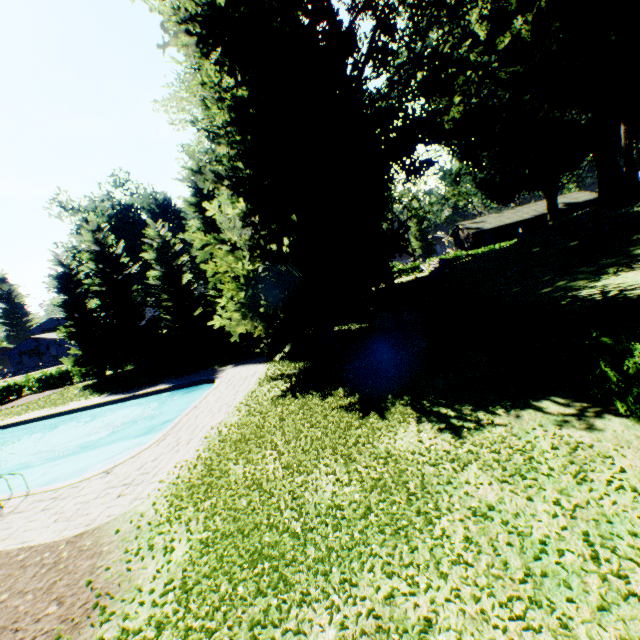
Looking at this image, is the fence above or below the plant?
below

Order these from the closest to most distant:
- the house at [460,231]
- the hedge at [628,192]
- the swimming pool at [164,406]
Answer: the swimming pool at [164,406], the hedge at [628,192], the house at [460,231]

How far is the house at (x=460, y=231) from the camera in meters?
53.1

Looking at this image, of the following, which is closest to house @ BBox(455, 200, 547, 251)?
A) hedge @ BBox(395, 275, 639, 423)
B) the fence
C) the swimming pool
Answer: the fence

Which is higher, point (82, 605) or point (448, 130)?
point (448, 130)

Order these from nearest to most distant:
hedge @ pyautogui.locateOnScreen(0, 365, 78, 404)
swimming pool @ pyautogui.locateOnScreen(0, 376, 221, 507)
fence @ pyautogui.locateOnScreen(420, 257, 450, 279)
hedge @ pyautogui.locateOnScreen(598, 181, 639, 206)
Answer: swimming pool @ pyautogui.locateOnScreen(0, 376, 221, 507) < hedge @ pyautogui.locateOnScreen(598, 181, 639, 206) < hedge @ pyautogui.locateOnScreen(0, 365, 78, 404) < fence @ pyautogui.locateOnScreen(420, 257, 450, 279)

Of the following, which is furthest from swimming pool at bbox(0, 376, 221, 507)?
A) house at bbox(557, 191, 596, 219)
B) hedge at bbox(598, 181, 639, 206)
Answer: house at bbox(557, 191, 596, 219)

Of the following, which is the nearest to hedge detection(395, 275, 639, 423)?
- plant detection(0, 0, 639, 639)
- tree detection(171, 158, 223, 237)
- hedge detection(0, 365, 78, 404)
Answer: plant detection(0, 0, 639, 639)
